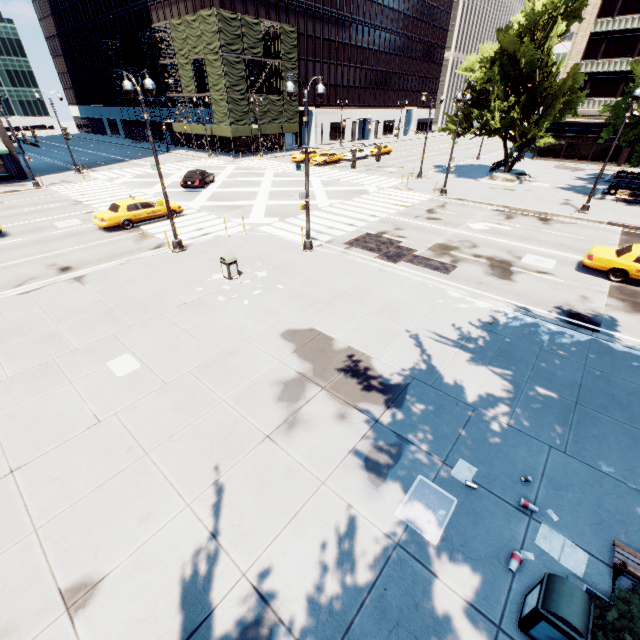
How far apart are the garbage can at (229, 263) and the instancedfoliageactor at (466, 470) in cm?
1086

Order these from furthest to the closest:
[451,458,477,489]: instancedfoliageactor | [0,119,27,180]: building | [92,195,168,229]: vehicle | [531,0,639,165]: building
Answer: [531,0,639,165]: building
[0,119,27,180]: building
[92,195,168,229]: vehicle
[451,458,477,489]: instancedfoliageactor

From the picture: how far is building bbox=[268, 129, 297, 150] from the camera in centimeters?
5394cm

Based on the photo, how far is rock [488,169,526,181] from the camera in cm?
3129

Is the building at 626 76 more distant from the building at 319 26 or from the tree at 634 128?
the building at 319 26

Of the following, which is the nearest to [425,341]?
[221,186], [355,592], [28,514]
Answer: [355,592]

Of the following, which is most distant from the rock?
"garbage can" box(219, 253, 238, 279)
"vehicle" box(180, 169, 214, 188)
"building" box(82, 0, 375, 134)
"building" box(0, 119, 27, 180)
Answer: "building" box(0, 119, 27, 180)

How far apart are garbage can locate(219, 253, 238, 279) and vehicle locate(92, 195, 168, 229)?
10.1m
